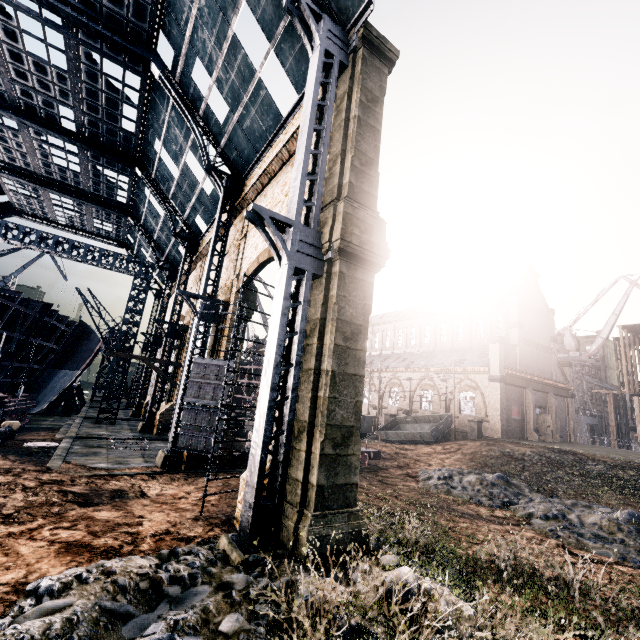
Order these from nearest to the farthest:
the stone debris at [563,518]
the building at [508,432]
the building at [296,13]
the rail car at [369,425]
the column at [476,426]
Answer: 1. the building at [296,13]
2. the stone debris at [563,518]
3. the rail car at [369,425]
4. the column at [476,426]
5. the building at [508,432]

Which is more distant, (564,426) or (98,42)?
(564,426)

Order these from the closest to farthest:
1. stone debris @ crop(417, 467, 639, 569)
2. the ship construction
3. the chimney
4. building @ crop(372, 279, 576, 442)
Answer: stone debris @ crop(417, 467, 639, 569) < the ship construction < building @ crop(372, 279, 576, 442) < the chimney

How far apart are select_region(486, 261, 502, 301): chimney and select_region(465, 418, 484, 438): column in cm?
1921

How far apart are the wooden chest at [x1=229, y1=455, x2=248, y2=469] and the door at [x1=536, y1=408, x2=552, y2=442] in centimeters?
3698cm

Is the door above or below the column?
above

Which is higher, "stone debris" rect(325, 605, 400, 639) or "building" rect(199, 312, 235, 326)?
"building" rect(199, 312, 235, 326)

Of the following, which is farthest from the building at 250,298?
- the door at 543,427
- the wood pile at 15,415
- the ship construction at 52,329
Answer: the wood pile at 15,415
